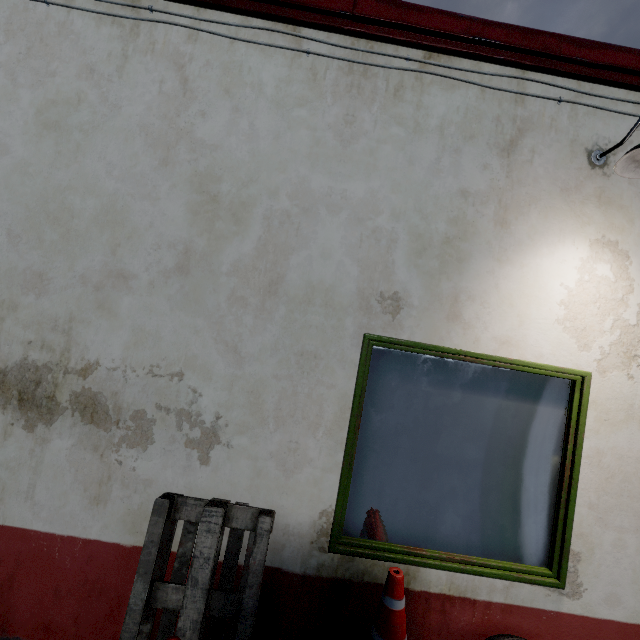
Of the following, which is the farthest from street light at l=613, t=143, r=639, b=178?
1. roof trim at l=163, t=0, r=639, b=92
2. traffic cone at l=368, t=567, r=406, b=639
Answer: traffic cone at l=368, t=567, r=406, b=639

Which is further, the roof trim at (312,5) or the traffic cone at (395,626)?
the roof trim at (312,5)

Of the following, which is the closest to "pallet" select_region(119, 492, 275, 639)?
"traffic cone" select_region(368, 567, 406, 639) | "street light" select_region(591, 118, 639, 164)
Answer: "traffic cone" select_region(368, 567, 406, 639)

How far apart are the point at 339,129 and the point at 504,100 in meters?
1.3

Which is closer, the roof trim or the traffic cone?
the traffic cone

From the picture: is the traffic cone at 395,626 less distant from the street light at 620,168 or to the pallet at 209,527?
the pallet at 209,527

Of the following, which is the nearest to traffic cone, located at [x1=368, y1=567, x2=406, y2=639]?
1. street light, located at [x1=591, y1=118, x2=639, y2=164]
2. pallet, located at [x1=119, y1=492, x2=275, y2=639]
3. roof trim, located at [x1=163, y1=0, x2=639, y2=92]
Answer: pallet, located at [x1=119, y1=492, x2=275, y2=639]

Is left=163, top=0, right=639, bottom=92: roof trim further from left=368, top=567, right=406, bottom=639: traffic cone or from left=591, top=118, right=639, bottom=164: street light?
left=368, top=567, right=406, bottom=639: traffic cone
